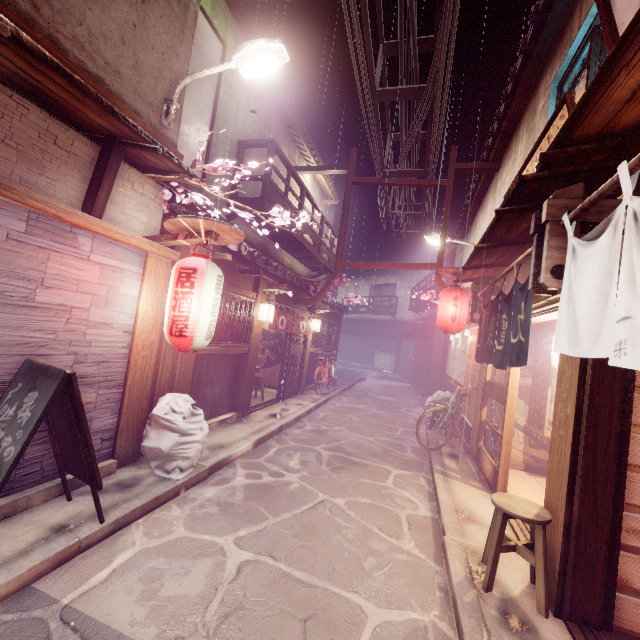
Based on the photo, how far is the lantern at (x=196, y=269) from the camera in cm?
676

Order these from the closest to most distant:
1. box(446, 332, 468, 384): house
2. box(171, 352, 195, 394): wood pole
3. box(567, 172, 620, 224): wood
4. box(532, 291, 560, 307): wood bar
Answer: box(567, 172, 620, 224): wood → box(532, 291, 560, 307): wood bar → box(171, 352, 195, 394): wood pole → box(446, 332, 468, 384): house

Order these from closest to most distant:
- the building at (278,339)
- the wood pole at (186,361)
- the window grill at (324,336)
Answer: the wood pole at (186,361) → the building at (278,339) → the window grill at (324,336)

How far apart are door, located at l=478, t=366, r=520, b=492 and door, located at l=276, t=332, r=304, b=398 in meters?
9.9 m

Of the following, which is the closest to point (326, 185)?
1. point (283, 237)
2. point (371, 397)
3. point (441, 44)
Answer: point (283, 237)

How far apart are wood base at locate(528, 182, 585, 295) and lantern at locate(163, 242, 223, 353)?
6.24m

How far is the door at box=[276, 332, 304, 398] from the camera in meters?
17.6 m

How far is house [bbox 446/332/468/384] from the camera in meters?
16.8
